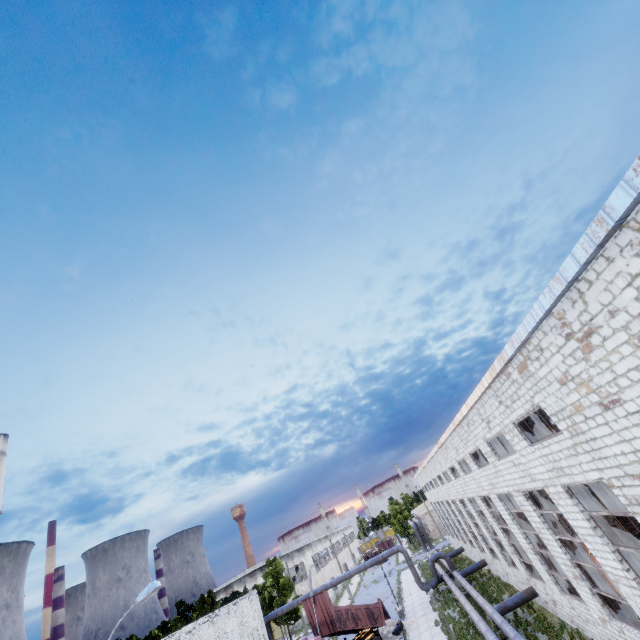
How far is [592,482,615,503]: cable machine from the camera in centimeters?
3123cm

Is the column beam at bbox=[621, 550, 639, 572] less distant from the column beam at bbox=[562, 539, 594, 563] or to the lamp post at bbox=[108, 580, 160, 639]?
the column beam at bbox=[562, 539, 594, 563]

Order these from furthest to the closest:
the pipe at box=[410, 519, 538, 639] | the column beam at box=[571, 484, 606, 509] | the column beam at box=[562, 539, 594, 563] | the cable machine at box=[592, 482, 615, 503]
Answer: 1. the cable machine at box=[592, 482, 615, 503]
2. the pipe at box=[410, 519, 538, 639]
3. the column beam at box=[562, 539, 594, 563]
4. the column beam at box=[571, 484, 606, 509]

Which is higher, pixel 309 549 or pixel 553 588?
pixel 309 549

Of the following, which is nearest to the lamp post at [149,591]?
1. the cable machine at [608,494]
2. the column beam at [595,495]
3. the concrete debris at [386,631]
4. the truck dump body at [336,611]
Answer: the column beam at [595,495]

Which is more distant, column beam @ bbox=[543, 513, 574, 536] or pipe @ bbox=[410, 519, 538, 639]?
pipe @ bbox=[410, 519, 538, 639]

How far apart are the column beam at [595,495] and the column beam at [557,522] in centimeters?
403cm

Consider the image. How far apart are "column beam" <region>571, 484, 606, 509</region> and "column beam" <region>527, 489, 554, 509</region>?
4.0m
